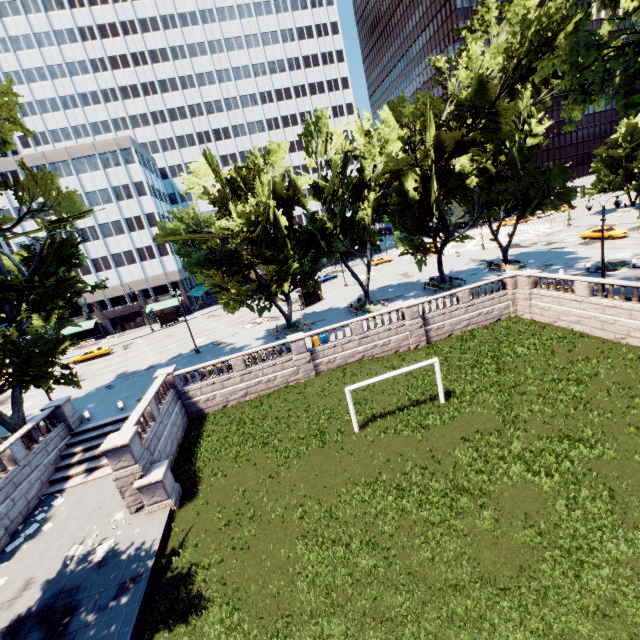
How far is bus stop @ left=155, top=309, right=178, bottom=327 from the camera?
56.8 meters

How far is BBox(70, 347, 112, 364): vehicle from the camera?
45.7 meters

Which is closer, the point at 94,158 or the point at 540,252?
the point at 540,252

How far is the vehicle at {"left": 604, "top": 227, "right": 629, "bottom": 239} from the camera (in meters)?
40.00

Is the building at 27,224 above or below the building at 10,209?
below

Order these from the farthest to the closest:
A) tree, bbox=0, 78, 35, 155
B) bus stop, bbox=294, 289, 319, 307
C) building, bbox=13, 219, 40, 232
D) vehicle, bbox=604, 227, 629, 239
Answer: building, bbox=13, 219, 40, 232, bus stop, bbox=294, 289, 319, 307, vehicle, bbox=604, 227, 629, 239, tree, bbox=0, 78, 35, 155

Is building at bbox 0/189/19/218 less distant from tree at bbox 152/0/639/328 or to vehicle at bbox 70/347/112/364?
tree at bbox 152/0/639/328

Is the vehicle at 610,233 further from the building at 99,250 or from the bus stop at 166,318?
the bus stop at 166,318
